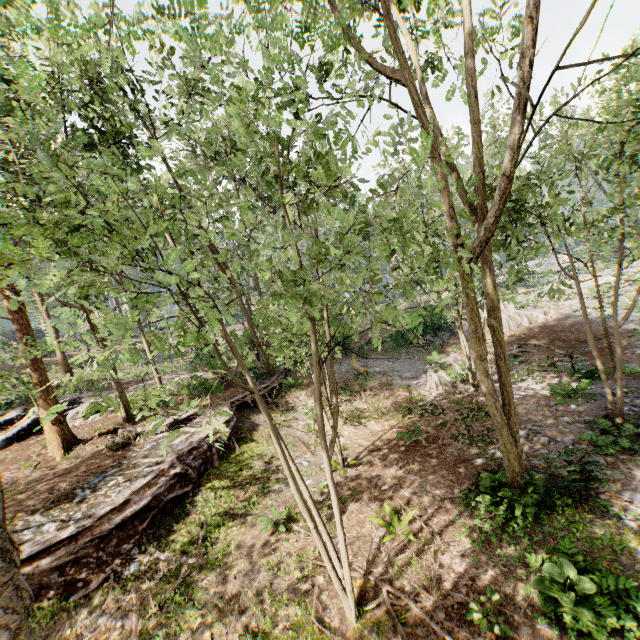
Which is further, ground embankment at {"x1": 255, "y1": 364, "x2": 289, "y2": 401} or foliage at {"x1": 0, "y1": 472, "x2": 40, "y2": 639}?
ground embankment at {"x1": 255, "y1": 364, "x2": 289, "y2": 401}

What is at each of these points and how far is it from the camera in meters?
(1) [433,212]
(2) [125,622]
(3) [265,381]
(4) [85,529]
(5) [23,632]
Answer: (1) foliage, 15.8 m
(2) ground embankment, 7.3 m
(3) ground embankment, 19.5 m
(4) ground embankment, 8.6 m
(5) foliage, 2.5 m

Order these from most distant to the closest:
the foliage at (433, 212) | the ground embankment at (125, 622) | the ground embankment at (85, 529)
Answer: the ground embankment at (85, 529)
the ground embankment at (125, 622)
the foliage at (433, 212)

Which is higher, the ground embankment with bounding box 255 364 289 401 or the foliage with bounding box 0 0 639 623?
the foliage with bounding box 0 0 639 623

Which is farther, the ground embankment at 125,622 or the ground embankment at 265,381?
the ground embankment at 265,381

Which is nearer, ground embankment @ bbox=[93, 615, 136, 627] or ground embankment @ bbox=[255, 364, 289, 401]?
ground embankment @ bbox=[93, 615, 136, 627]
